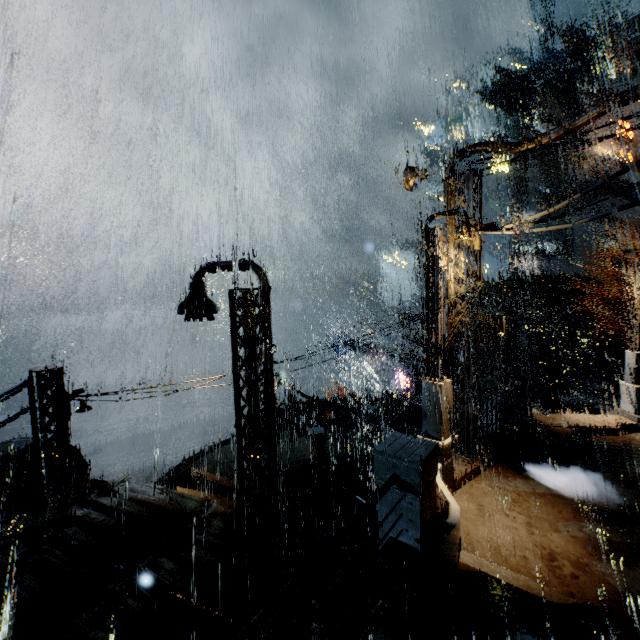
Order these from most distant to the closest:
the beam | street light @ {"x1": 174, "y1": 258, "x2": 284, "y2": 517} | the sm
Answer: the beam
the sm
street light @ {"x1": 174, "y1": 258, "x2": 284, "y2": 517}

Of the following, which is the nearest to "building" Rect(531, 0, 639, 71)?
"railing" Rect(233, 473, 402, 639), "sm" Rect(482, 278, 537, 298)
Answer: "sm" Rect(482, 278, 537, 298)

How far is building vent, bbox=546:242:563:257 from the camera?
43.6m

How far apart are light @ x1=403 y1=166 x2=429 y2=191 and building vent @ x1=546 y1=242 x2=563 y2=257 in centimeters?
4380cm

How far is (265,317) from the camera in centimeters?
863cm

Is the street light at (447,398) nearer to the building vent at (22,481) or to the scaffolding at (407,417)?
the scaffolding at (407,417)

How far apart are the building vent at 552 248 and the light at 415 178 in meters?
43.8 m

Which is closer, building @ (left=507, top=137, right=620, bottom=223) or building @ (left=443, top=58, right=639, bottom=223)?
building @ (left=443, top=58, right=639, bottom=223)
